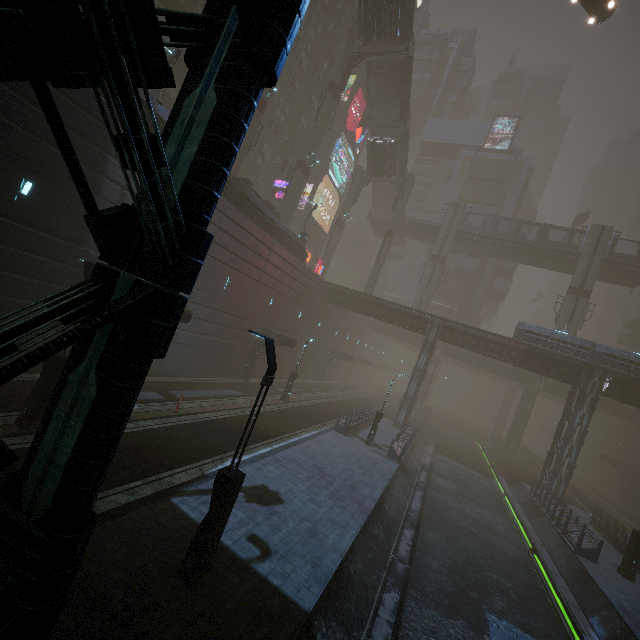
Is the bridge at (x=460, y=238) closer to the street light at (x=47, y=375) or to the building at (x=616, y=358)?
the building at (x=616, y=358)

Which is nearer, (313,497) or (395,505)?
(313,497)

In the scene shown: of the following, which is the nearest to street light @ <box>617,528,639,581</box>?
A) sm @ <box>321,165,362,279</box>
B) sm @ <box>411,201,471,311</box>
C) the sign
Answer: sm @ <box>411,201,471,311</box>

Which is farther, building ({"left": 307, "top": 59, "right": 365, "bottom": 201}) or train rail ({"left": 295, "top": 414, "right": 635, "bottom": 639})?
building ({"left": 307, "top": 59, "right": 365, "bottom": 201})

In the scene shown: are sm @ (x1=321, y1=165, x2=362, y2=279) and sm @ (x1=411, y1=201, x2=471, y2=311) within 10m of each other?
no

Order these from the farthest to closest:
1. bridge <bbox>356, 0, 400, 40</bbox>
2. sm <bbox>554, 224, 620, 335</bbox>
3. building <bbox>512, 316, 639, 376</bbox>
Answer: sm <bbox>554, 224, 620, 335</bbox>
bridge <bbox>356, 0, 400, 40</bbox>
building <bbox>512, 316, 639, 376</bbox>

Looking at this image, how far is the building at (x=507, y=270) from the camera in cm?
5356

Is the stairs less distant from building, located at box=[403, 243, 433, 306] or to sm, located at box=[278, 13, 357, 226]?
sm, located at box=[278, 13, 357, 226]
